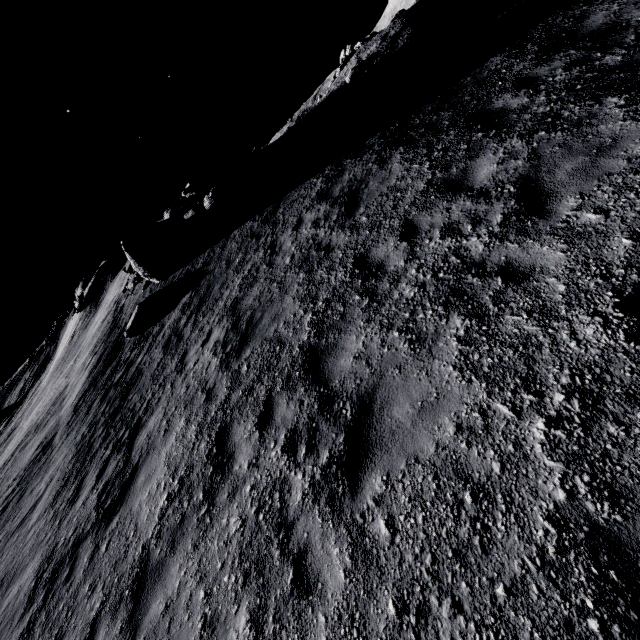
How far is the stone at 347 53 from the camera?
24.6m

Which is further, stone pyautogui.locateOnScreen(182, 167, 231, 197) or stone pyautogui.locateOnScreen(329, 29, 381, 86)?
stone pyautogui.locateOnScreen(329, 29, 381, 86)

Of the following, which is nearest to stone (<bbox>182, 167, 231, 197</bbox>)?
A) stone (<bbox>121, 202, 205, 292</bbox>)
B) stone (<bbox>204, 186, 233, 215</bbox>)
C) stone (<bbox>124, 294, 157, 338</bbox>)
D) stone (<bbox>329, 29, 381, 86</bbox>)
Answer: stone (<bbox>121, 202, 205, 292</bbox>)

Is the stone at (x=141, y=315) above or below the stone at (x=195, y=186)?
below

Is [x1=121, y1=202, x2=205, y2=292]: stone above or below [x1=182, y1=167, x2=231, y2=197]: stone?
below

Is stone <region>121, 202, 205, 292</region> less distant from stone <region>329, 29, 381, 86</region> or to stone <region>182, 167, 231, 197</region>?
stone <region>182, 167, 231, 197</region>

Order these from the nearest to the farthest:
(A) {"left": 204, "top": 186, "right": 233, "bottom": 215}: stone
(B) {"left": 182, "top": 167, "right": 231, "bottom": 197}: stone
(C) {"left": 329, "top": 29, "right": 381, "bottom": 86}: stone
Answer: (A) {"left": 204, "top": 186, "right": 233, "bottom": 215}: stone, (B) {"left": 182, "top": 167, "right": 231, "bottom": 197}: stone, (C) {"left": 329, "top": 29, "right": 381, "bottom": 86}: stone

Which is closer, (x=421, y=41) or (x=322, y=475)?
(x=322, y=475)
